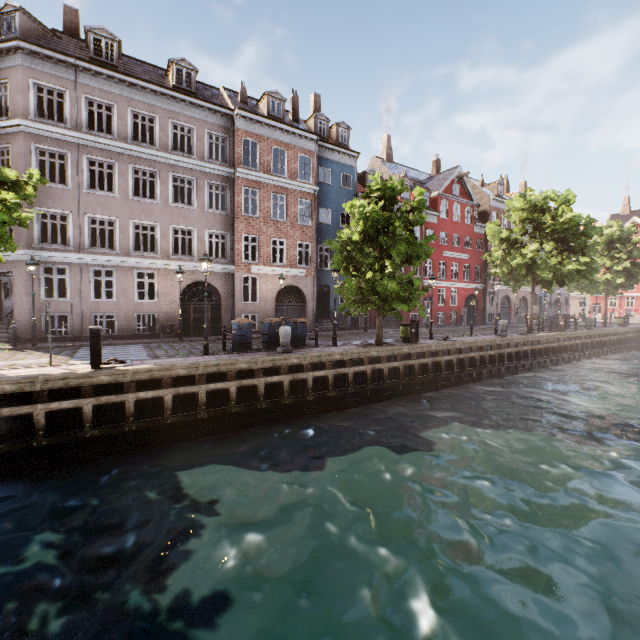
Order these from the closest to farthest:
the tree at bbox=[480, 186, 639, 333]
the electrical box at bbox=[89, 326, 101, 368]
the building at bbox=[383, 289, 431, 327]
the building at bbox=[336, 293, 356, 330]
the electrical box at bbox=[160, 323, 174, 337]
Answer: the electrical box at bbox=[89, 326, 101, 368] < the electrical box at bbox=[160, 323, 174, 337] < the tree at bbox=[480, 186, 639, 333] < the building at bbox=[336, 293, 356, 330] < the building at bbox=[383, 289, 431, 327]

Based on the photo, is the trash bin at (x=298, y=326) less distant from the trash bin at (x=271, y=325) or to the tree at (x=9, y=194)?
the trash bin at (x=271, y=325)

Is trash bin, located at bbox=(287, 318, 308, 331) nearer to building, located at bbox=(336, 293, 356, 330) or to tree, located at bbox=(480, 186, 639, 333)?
tree, located at bbox=(480, 186, 639, 333)

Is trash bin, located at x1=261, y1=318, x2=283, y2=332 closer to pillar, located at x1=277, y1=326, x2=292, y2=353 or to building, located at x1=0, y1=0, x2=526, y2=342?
pillar, located at x1=277, y1=326, x2=292, y2=353

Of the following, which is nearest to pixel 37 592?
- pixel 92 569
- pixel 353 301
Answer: pixel 92 569

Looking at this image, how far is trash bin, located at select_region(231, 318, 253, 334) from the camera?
13.6 meters

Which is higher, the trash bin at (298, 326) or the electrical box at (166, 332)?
the trash bin at (298, 326)

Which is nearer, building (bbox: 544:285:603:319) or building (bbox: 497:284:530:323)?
building (bbox: 497:284:530:323)
